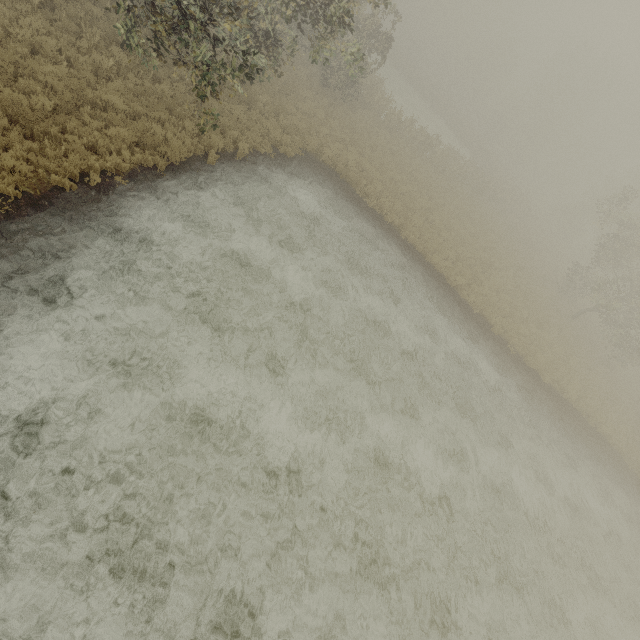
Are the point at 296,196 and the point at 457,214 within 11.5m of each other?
no
